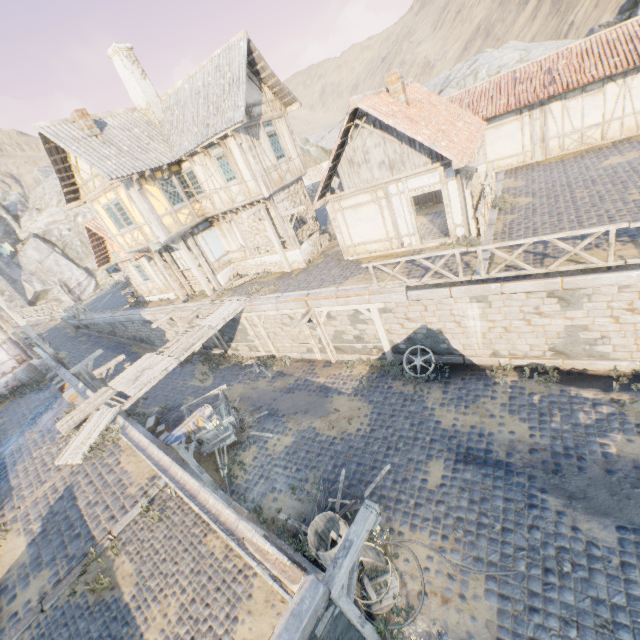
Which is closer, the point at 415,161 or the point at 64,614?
the point at 64,614

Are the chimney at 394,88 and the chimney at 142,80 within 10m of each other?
no

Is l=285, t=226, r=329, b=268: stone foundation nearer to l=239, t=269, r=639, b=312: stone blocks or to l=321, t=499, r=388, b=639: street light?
l=239, t=269, r=639, b=312: stone blocks

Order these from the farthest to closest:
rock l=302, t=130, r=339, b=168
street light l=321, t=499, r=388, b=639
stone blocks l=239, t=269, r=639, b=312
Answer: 1. rock l=302, t=130, r=339, b=168
2. stone blocks l=239, t=269, r=639, b=312
3. street light l=321, t=499, r=388, b=639

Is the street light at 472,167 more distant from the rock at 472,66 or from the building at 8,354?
the building at 8,354

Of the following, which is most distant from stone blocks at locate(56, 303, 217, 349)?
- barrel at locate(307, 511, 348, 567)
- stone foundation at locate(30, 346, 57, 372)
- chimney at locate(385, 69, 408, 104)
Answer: chimney at locate(385, 69, 408, 104)

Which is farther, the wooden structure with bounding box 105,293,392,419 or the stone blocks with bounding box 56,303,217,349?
the stone blocks with bounding box 56,303,217,349

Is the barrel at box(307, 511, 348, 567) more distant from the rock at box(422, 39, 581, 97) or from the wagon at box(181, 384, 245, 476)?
the rock at box(422, 39, 581, 97)
